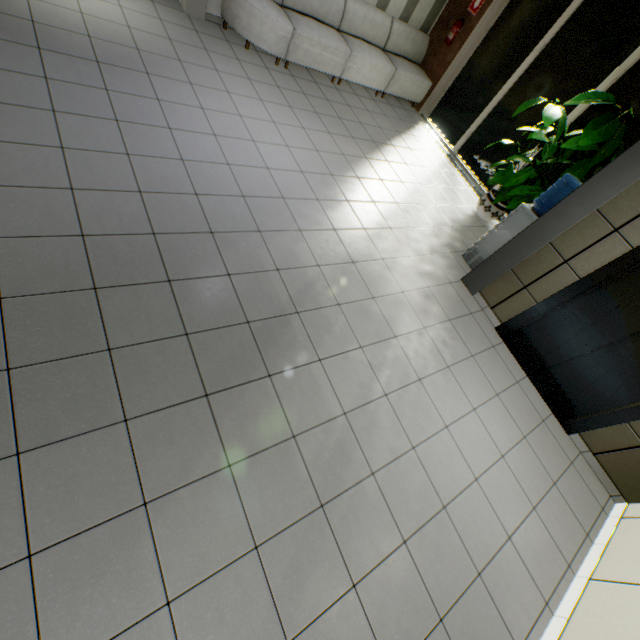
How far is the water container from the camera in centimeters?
380cm

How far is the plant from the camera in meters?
4.2 m

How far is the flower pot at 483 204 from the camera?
5.7 meters

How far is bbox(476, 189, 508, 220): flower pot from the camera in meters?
5.7 m

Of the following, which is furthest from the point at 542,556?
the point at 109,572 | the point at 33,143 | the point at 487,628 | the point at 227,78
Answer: the point at 227,78

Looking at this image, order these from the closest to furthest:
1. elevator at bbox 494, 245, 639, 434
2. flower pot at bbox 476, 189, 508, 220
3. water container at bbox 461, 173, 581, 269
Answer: elevator at bbox 494, 245, 639, 434 → water container at bbox 461, 173, 581, 269 → flower pot at bbox 476, 189, 508, 220

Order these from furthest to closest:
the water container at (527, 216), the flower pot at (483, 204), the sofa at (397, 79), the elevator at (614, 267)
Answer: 1. the flower pot at (483, 204)
2. the sofa at (397, 79)
3. the water container at (527, 216)
4. the elevator at (614, 267)

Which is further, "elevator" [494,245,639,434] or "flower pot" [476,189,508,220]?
"flower pot" [476,189,508,220]
